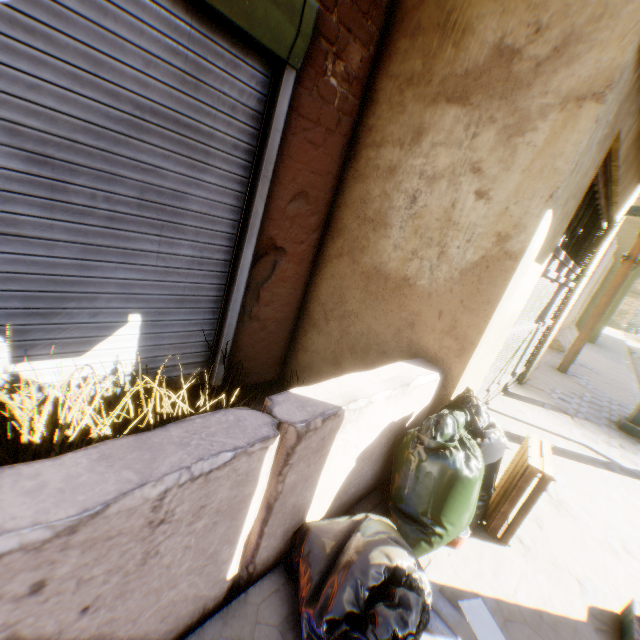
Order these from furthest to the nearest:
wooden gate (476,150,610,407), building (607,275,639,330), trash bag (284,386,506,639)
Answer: building (607,275,639,330), wooden gate (476,150,610,407), trash bag (284,386,506,639)

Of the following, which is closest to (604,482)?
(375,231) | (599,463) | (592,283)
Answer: (599,463)

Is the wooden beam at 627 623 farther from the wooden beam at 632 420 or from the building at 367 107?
the wooden beam at 632 420

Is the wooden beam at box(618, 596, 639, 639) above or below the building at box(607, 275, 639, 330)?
below

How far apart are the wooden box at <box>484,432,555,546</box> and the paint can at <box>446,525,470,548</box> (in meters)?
0.29

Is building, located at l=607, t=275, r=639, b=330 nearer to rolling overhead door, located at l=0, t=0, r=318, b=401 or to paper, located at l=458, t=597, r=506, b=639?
rolling overhead door, located at l=0, t=0, r=318, b=401

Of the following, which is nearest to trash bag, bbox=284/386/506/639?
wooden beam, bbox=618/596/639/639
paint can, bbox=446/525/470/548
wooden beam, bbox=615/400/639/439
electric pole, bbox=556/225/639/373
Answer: paint can, bbox=446/525/470/548

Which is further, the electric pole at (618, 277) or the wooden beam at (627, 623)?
the electric pole at (618, 277)
